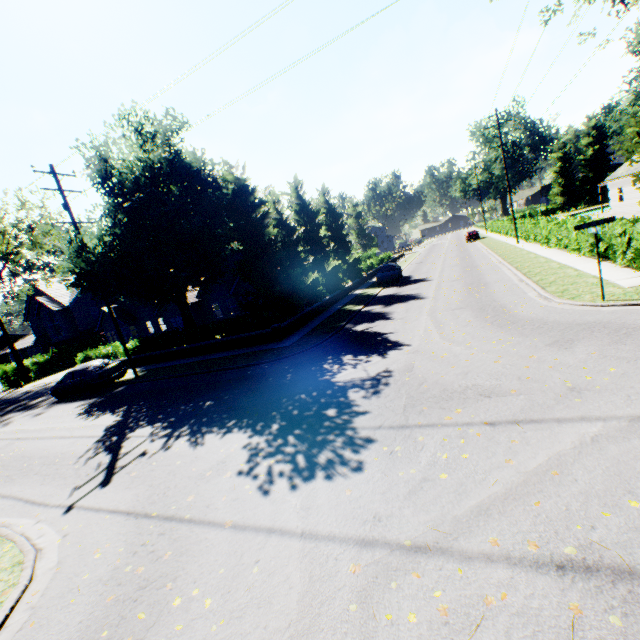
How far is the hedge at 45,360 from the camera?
24.5m

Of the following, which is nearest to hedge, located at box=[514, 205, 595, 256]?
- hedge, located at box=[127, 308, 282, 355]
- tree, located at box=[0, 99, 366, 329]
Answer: tree, located at box=[0, 99, 366, 329]

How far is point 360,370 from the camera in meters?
10.2

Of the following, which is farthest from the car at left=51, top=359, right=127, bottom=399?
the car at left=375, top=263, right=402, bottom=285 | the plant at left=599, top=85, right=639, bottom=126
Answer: the plant at left=599, top=85, right=639, bottom=126

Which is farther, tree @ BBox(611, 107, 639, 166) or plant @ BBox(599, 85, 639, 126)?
plant @ BBox(599, 85, 639, 126)

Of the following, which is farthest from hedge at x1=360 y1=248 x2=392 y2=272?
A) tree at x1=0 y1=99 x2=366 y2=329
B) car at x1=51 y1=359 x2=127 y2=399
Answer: car at x1=51 y1=359 x2=127 y2=399

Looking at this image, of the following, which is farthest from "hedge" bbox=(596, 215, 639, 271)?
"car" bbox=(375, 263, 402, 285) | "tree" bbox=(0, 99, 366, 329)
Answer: "car" bbox=(375, 263, 402, 285)

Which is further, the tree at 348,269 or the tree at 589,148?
the tree at 589,148
